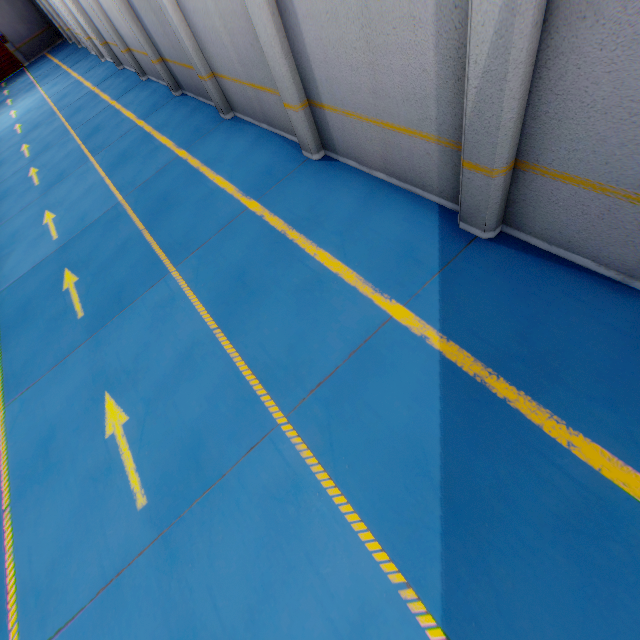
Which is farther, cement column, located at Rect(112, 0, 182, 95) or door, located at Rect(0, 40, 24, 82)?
door, located at Rect(0, 40, 24, 82)

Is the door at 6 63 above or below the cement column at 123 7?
below

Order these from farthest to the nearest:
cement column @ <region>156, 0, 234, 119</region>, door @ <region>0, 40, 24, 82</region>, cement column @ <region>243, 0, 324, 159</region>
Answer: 1. door @ <region>0, 40, 24, 82</region>
2. cement column @ <region>156, 0, 234, 119</region>
3. cement column @ <region>243, 0, 324, 159</region>

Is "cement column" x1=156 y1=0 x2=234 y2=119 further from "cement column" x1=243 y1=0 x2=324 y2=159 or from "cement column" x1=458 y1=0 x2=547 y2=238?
"cement column" x1=458 y1=0 x2=547 y2=238

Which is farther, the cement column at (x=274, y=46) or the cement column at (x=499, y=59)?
the cement column at (x=274, y=46)

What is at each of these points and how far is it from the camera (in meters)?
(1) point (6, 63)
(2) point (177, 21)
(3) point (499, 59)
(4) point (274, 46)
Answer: (1) door, 26.06
(2) cement column, 7.14
(3) cement column, 2.71
(4) cement column, 4.99

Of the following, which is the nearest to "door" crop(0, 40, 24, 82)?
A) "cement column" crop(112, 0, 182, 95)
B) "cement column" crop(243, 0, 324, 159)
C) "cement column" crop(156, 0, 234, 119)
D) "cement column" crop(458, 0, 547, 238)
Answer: "cement column" crop(112, 0, 182, 95)

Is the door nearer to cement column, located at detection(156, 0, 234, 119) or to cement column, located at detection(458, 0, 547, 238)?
cement column, located at detection(156, 0, 234, 119)
